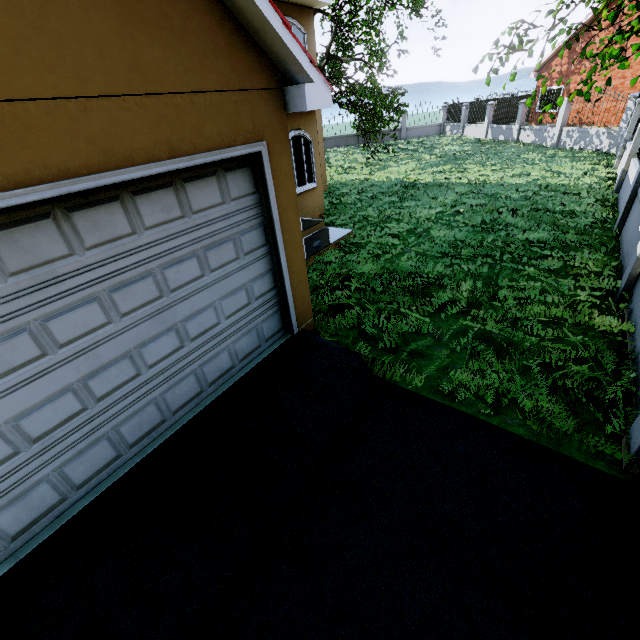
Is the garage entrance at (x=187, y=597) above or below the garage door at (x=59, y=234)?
below

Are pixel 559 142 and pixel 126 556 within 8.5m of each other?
no

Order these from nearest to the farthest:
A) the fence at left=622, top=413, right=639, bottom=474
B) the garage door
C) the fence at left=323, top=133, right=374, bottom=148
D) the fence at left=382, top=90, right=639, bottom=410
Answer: the garage door
the fence at left=622, top=413, right=639, bottom=474
the fence at left=382, top=90, right=639, bottom=410
the fence at left=323, top=133, right=374, bottom=148

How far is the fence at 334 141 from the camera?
28.62m

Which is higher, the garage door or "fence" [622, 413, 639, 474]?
the garage door

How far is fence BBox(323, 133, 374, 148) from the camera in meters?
28.6 m

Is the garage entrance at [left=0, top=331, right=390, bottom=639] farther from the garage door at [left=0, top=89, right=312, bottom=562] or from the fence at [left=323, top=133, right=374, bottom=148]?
the fence at [left=323, top=133, right=374, bottom=148]

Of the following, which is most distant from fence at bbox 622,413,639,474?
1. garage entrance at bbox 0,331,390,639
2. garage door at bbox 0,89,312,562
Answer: garage door at bbox 0,89,312,562
